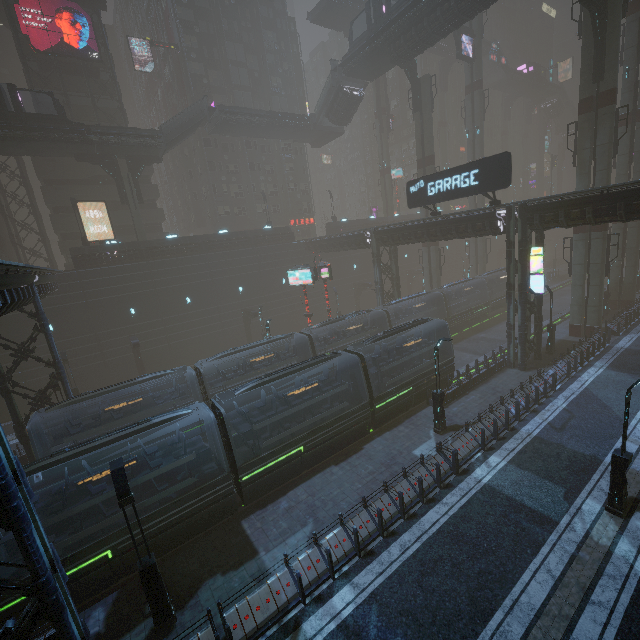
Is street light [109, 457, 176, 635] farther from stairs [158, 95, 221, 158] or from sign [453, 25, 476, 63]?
sign [453, 25, 476, 63]

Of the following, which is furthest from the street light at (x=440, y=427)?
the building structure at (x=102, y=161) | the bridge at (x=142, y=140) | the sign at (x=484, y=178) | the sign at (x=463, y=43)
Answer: the sign at (x=463, y=43)

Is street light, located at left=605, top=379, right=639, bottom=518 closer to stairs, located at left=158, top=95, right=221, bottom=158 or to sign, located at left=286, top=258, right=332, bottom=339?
sign, located at left=286, top=258, right=332, bottom=339

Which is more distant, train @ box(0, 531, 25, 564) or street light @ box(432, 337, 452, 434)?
street light @ box(432, 337, 452, 434)

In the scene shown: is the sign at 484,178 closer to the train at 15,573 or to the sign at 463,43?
the train at 15,573

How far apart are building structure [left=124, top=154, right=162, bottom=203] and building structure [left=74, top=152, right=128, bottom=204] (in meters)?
0.68

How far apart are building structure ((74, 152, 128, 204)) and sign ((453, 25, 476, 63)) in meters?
39.7 m

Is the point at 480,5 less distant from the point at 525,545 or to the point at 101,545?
the point at 525,545
